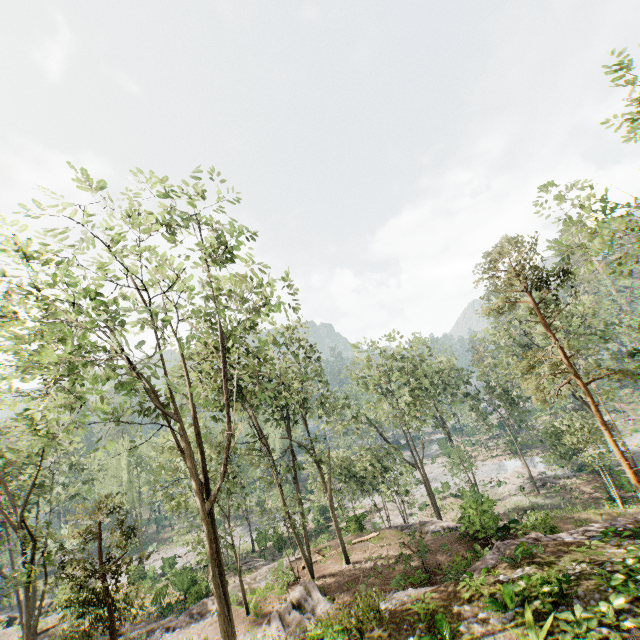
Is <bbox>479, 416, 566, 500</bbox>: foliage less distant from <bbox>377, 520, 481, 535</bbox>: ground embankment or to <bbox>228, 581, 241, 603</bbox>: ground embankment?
<bbox>377, 520, 481, 535</bbox>: ground embankment

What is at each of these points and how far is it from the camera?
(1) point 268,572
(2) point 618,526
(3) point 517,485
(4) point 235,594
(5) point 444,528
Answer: (1) ground embankment, 26.4 meters
(2) ground embankment, 14.2 meters
(3) foliage, 37.7 meters
(4) ground embankment, 24.3 meters
(5) ground embankment, 25.0 meters

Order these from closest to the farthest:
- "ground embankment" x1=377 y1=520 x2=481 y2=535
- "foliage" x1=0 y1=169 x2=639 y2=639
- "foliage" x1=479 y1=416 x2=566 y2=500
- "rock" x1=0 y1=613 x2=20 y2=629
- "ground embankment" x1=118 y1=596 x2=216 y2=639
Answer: "foliage" x1=0 y1=169 x2=639 y2=639, "ground embankment" x1=377 y1=520 x2=481 y2=535, "ground embankment" x1=118 y1=596 x2=216 y2=639, "foliage" x1=479 y1=416 x2=566 y2=500, "rock" x1=0 y1=613 x2=20 y2=629

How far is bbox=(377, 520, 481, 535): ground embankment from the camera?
20.1m

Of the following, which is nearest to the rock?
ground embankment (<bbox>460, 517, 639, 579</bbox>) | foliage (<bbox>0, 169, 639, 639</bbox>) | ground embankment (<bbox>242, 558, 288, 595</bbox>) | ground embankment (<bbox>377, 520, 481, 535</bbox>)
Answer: foliage (<bbox>0, 169, 639, 639</bbox>)

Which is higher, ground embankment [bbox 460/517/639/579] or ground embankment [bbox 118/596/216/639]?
ground embankment [bbox 460/517/639/579]

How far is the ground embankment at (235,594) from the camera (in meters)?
22.27

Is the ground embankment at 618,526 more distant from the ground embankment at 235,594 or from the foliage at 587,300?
the ground embankment at 235,594
